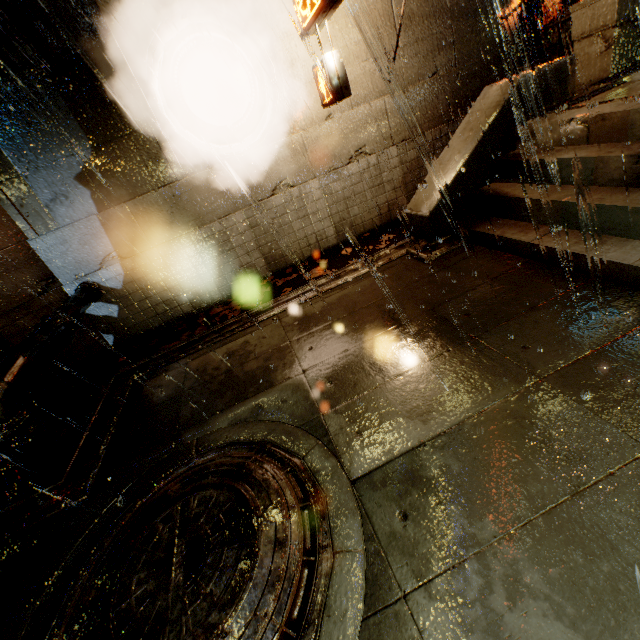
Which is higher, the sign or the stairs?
the sign

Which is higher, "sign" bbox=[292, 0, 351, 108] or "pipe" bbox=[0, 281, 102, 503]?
"sign" bbox=[292, 0, 351, 108]

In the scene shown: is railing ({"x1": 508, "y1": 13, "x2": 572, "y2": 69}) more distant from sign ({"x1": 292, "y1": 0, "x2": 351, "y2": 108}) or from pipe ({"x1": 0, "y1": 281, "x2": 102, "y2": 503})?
pipe ({"x1": 0, "y1": 281, "x2": 102, "y2": 503})

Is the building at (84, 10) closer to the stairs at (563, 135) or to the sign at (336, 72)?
the sign at (336, 72)

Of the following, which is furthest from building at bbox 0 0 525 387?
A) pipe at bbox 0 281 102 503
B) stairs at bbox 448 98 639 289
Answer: stairs at bbox 448 98 639 289

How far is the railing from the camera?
7.14m

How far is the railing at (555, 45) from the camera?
7.1 meters

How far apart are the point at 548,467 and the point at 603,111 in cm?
520
